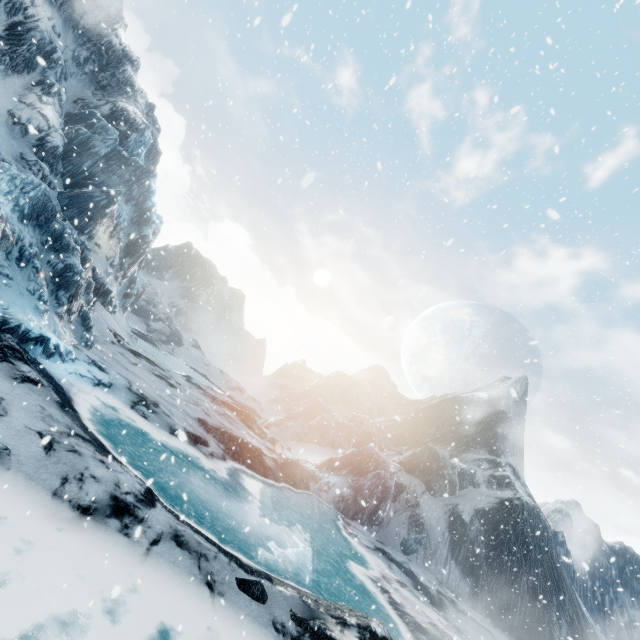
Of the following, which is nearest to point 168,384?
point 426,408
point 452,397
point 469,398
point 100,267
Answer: point 100,267
